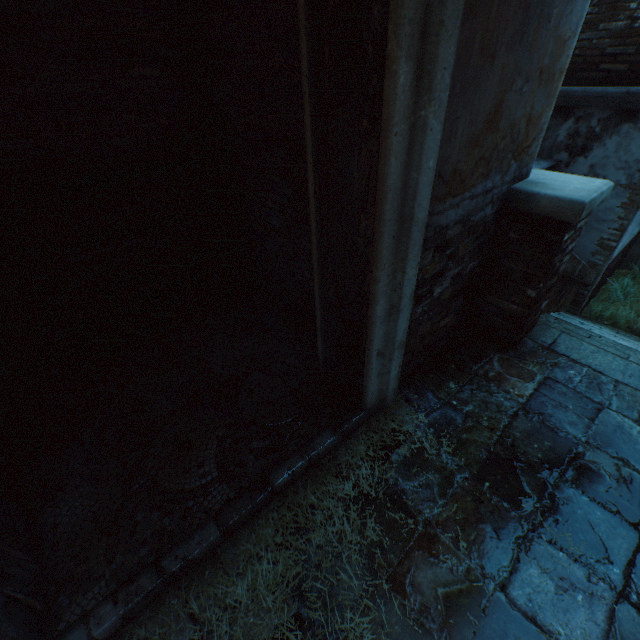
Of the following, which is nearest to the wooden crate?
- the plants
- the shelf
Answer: the shelf

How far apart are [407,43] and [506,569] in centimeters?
279cm

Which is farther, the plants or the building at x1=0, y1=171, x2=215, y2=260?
the plants

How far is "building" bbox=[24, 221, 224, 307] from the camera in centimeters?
304cm

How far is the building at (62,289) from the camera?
3.0 meters

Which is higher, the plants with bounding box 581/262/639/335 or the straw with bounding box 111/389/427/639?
the straw with bounding box 111/389/427/639

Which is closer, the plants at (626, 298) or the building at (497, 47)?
the building at (497, 47)

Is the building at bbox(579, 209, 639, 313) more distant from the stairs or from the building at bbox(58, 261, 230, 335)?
the building at bbox(58, 261, 230, 335)
